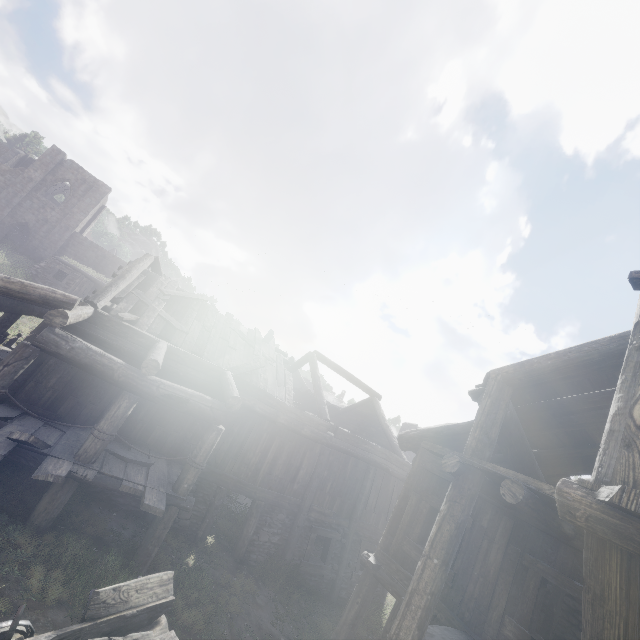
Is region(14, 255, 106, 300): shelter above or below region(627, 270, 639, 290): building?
below

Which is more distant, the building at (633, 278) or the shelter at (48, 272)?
the shelter at (48, 272)

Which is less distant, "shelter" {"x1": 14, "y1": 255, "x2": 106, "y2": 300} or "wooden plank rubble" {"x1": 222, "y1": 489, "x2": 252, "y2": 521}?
"wooden plank rubble" {"x1": 222, "y1": 489, "x2": 252, "y2": 521}

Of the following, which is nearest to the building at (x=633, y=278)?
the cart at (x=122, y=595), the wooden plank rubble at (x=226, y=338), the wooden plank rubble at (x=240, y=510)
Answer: the wooden plank rubble at (x=226, y=338)

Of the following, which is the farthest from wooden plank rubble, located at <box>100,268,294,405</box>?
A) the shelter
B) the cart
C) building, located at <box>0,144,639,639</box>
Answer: the shelter

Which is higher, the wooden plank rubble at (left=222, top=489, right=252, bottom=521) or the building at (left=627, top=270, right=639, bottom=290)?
the building at (left=627, top=270, right=639, bottom=290)

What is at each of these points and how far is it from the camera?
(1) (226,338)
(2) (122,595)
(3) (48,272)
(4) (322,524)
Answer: (1) wooden plank rubble, 13.3m
(2) cart, 4.5m
(3) shelter, 26.4m
(4) building, 12.0m

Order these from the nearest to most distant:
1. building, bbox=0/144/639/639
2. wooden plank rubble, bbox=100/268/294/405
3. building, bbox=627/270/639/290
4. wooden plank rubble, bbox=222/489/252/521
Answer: building, bbox=627/270/639/290
building, bbox=0/144/639/639
wooden plank rubble, bbox=100/268/294/405
wooden plank rubble, bbox=222/489/252/521
